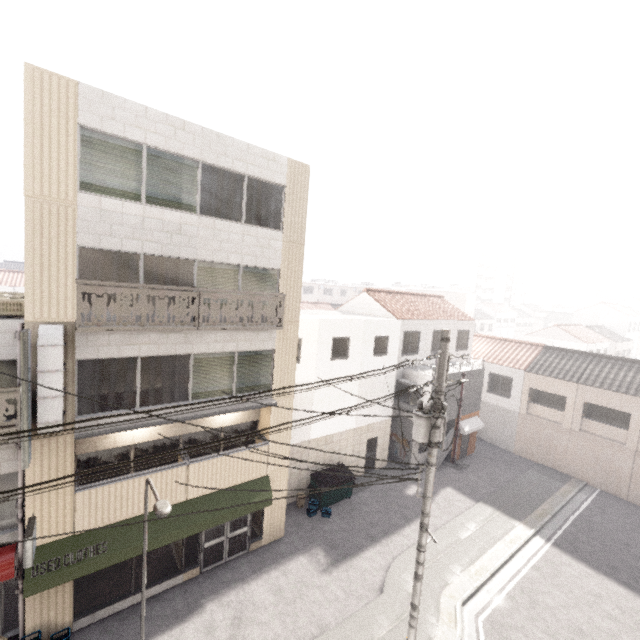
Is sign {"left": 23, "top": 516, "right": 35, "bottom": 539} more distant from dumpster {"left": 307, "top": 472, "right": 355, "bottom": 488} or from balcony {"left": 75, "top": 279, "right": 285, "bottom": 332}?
dumpster {"left": 307, "top": 472, "right": 355, "bottom": 488}

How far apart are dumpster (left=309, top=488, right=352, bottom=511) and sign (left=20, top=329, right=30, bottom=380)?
10.9m

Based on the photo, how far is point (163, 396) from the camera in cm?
1007

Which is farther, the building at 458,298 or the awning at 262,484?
the building at 458,298

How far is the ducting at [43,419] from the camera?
7.8 meters

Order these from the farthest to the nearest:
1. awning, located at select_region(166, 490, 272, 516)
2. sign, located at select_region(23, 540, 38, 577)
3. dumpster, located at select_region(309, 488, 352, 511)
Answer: dumpster, located at select_region(309, 488, 352, 511) → awning, located at select_region(166, 490, 272, 516) → sign, located at select_region(23, 540, 38, 577)

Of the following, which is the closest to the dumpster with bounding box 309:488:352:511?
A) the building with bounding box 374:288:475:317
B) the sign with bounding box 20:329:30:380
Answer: the sign with bounding box 20:329:30:380

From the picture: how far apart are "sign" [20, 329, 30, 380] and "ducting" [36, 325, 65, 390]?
0.24m
